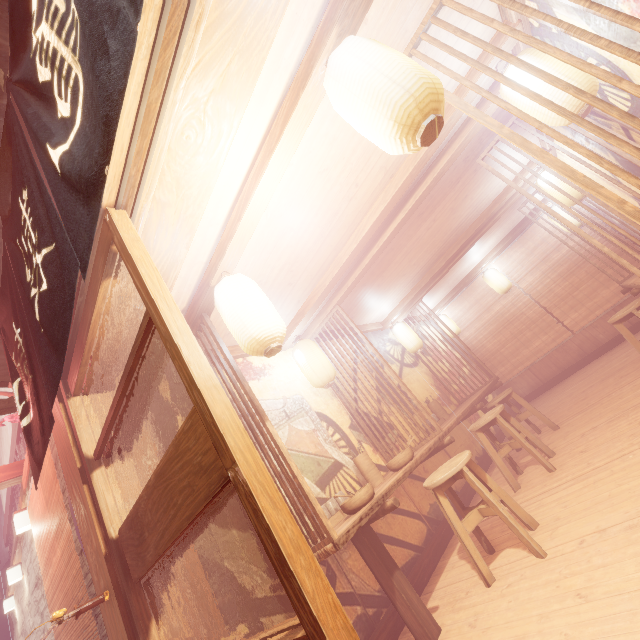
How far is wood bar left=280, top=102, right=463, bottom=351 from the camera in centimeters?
508cm

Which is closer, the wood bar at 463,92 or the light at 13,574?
the wood bar at 463,92

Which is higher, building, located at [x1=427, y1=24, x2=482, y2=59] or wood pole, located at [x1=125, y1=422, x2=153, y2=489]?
building, located at [x1=427, y1=24, x2=482, y2=59]

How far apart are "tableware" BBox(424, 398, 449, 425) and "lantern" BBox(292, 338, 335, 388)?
3.4 meters

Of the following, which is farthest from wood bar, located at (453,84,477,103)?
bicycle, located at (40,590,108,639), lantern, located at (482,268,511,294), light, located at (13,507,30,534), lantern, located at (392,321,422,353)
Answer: lantern, located at (392,321,422,353)

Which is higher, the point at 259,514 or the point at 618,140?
the point at 618,140

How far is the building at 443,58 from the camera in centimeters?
400cm

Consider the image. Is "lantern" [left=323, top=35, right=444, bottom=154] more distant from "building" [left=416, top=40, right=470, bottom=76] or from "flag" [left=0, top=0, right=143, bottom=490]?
"flag" [left=0, top=0, right=143, bottom=490]
